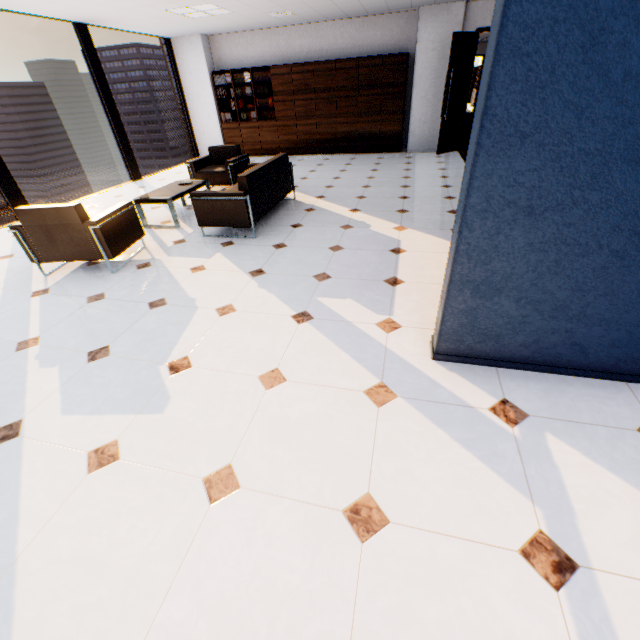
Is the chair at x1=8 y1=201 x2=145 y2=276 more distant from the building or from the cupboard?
the building

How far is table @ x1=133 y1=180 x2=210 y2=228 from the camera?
4.8m

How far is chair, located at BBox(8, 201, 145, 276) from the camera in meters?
3.4 m

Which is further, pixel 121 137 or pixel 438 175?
pixel 121 137

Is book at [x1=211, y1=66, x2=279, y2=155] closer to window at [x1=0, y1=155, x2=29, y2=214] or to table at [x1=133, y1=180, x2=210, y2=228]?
window at [x1=0, y1=155, x2=29, y2=214]

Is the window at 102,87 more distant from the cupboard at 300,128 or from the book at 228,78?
the cupboard at 300,128

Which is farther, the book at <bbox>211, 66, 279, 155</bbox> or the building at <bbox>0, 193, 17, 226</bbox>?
the building at <bbox>0, 193, 17, 226</bbox>

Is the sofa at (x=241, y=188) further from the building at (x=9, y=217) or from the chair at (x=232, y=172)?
the building at (x=9, y=217)
